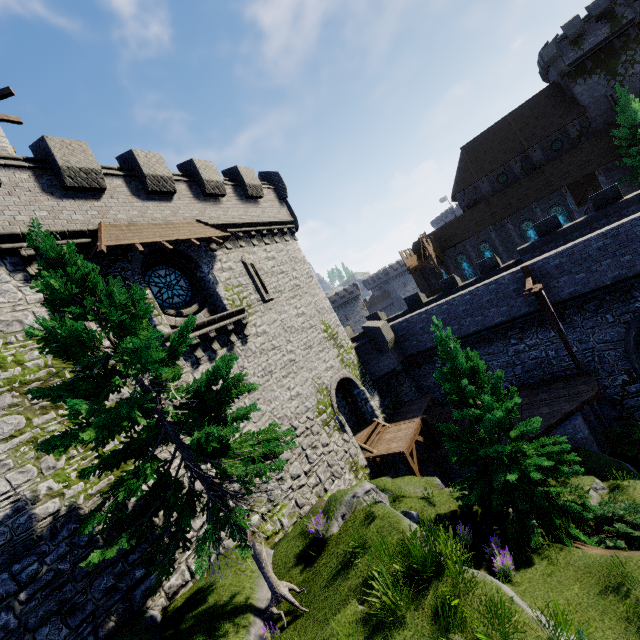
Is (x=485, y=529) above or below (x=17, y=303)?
below

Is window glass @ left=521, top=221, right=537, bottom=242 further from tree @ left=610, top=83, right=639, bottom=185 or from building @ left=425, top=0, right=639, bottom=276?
tree @ left=610, top=83, right=639, bottom=185

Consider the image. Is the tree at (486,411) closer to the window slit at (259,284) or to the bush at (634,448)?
the bush at (634,448)

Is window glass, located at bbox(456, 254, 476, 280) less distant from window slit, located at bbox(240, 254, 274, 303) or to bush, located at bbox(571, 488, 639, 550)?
window slit, located at bbox(240, 254, 274, 303)

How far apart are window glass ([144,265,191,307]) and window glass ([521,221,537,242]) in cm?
3934

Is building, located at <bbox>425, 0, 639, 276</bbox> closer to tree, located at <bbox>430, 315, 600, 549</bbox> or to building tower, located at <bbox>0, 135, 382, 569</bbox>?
building tower, located at <bbox>0, 135, 382, 569</bbox>

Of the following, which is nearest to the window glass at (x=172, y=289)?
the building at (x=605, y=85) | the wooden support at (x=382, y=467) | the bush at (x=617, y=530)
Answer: the wooden support at (x=382, y=467)

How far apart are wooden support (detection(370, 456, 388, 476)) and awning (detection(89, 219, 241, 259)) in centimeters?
1307cm
